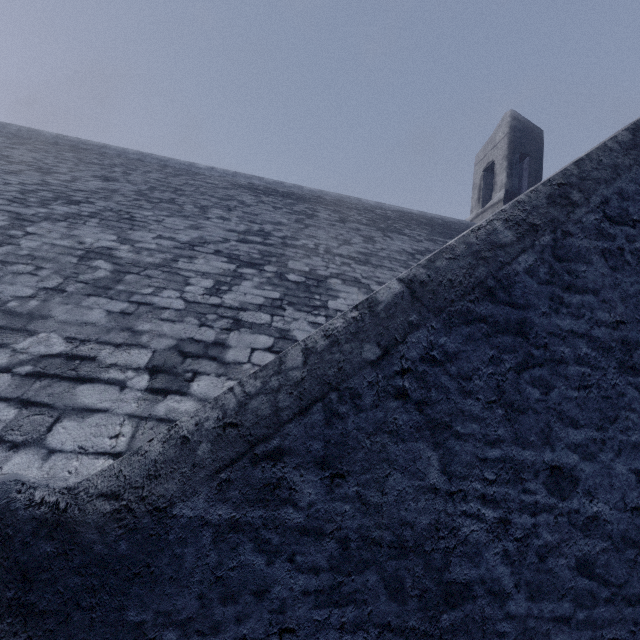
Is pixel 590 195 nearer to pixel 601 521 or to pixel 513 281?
pixel 513 281
